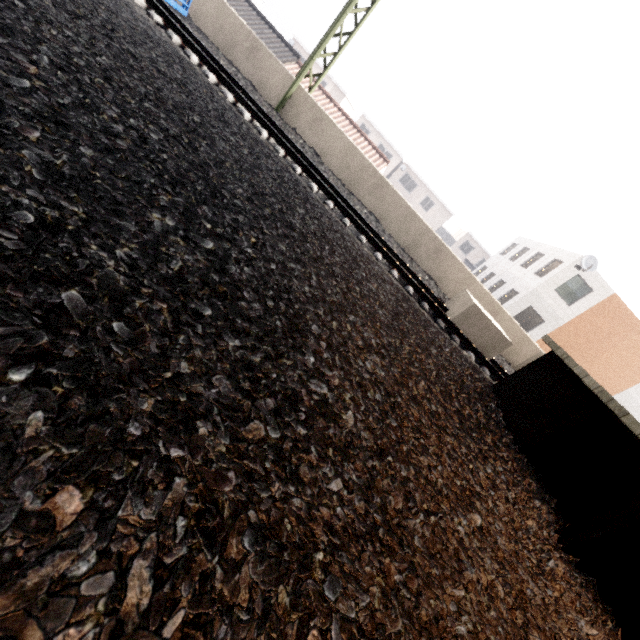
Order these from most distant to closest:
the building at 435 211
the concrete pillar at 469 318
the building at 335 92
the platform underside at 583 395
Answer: the building at 435 211 < the building at 335 92 < the concrete pillar at 469 318 < the platform underside at 583 395

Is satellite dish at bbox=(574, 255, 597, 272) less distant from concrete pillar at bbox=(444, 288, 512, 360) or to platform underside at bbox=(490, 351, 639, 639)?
concrete pillar at bbox=(444, 288, 512, 360)

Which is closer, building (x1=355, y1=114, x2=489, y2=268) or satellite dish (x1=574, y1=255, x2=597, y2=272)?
satellite dish (x1=574, y1=255, x2=597, y2=272)

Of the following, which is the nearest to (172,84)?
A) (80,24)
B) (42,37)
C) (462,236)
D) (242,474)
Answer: (80,24)

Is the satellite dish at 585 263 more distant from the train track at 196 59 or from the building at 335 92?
the building at 335 92

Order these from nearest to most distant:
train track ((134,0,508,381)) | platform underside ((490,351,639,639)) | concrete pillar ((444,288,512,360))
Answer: platform underside ((490,351,639,639)) < train track ((134,0,508,381)) < concrete pillar ((444,288,512,360))

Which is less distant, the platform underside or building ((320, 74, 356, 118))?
the platform underside

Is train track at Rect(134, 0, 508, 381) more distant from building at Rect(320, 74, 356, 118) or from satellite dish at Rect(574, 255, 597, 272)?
building at Rect(320, 74, 356, 118)
